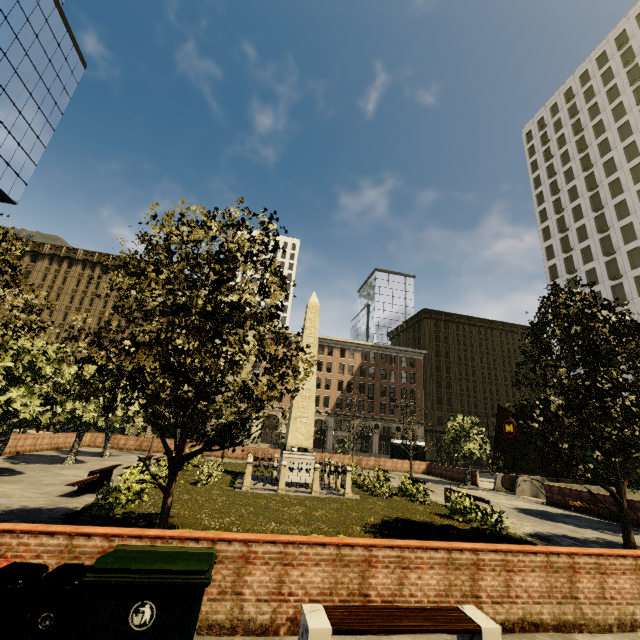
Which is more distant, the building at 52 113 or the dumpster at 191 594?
the building at 52 113

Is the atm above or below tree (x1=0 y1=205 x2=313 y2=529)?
below

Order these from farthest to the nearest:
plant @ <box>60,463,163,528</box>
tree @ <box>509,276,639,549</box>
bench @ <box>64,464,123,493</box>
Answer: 1. bench @ <box>64,464,123,493</box>
2. plant @ <box>60,463,163,528</box>
3. tree @ <box>509,276,639,549</box>

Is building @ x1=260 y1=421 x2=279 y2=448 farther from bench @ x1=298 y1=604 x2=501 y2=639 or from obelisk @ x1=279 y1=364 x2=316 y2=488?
obelisk @ x1=279 y1=364 x2=316 y2=488

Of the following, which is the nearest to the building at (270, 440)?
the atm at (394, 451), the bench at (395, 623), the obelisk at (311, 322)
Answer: the atm at (394, 451)

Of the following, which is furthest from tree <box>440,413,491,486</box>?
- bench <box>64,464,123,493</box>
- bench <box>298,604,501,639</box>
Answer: bench <box>64,464,123,493</box>

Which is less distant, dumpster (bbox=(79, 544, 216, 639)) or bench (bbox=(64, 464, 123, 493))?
dumpster (bbox=(79, 544, 216, 639))

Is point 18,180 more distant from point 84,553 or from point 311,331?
point 84,553
